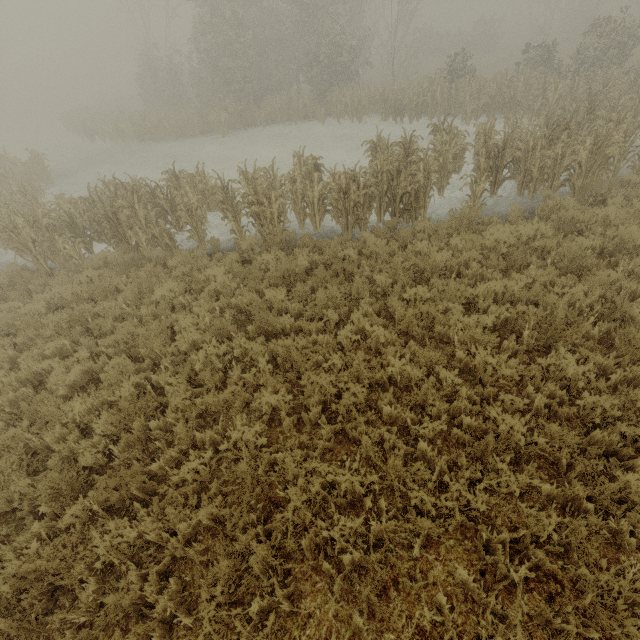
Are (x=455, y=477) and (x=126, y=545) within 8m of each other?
yes
